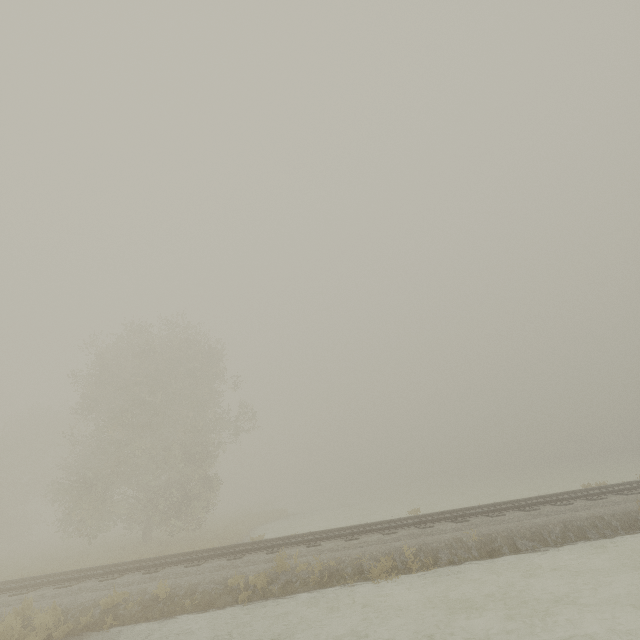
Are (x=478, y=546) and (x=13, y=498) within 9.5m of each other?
no
